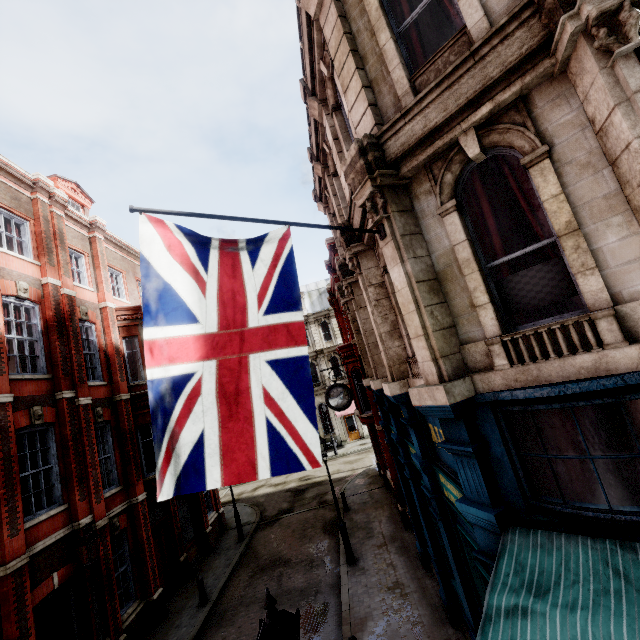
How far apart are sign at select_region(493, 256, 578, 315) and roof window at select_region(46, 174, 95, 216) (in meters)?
18.69

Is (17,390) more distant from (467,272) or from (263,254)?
(467,272)

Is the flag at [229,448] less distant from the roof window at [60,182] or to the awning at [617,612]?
the awning at [617,612]

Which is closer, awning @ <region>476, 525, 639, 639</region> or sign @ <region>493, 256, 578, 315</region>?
awning @ <region>476, 525, 639, 639</region>

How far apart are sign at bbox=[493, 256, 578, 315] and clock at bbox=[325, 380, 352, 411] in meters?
8.1 m

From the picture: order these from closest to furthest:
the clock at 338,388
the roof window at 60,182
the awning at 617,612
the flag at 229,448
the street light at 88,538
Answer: the awning at 617,612
the flag at 229,448
the street light at 88,538
the clock at 338,388
the roof window at 60,182

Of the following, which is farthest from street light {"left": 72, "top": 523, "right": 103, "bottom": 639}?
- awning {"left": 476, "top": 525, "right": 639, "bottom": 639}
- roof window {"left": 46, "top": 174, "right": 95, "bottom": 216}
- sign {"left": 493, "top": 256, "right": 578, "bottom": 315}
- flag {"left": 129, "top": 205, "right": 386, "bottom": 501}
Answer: roof window {"left": 46, "top": 174, "right": 95, "bottom": 216}

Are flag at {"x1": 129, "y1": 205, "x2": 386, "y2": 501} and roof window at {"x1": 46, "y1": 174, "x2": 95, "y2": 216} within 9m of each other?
no
